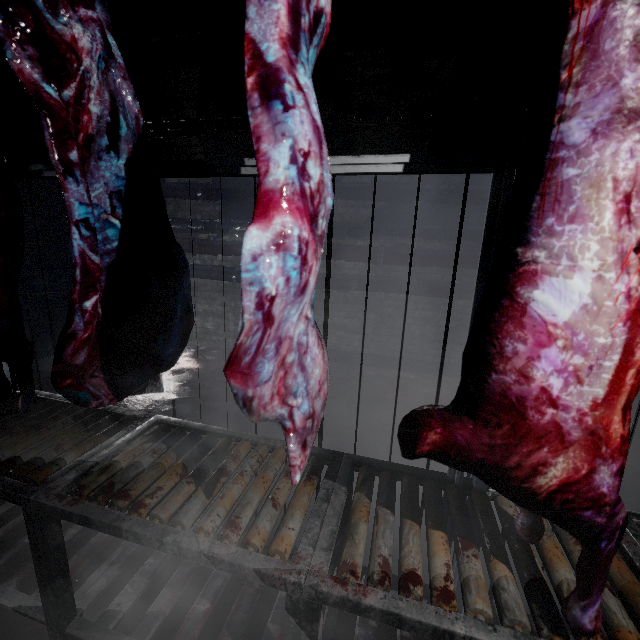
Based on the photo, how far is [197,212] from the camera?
4.8 meters

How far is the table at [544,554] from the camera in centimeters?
90cm

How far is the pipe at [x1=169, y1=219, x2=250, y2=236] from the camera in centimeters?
450cm

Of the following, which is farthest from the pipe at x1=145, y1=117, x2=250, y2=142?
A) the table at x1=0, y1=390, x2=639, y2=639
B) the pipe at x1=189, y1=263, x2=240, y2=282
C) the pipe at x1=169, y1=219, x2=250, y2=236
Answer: the table at x1=0, y1=390, x2=639, y2=639

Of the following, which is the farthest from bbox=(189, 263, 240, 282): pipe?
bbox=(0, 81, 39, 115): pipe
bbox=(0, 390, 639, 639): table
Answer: bbox=(0, 390, 639, 639): table

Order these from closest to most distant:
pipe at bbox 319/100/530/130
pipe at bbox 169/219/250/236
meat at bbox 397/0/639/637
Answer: meat at bbox 397/0/639/637 < pipe at bbox 319/100/530/130 < pipe at bbox 169/219/250/236

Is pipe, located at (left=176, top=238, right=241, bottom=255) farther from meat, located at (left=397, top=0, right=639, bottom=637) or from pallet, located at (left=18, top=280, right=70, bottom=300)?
meat, located at (left=397, top=0, right=639, bottom=637)

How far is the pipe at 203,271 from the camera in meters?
4.7 m
